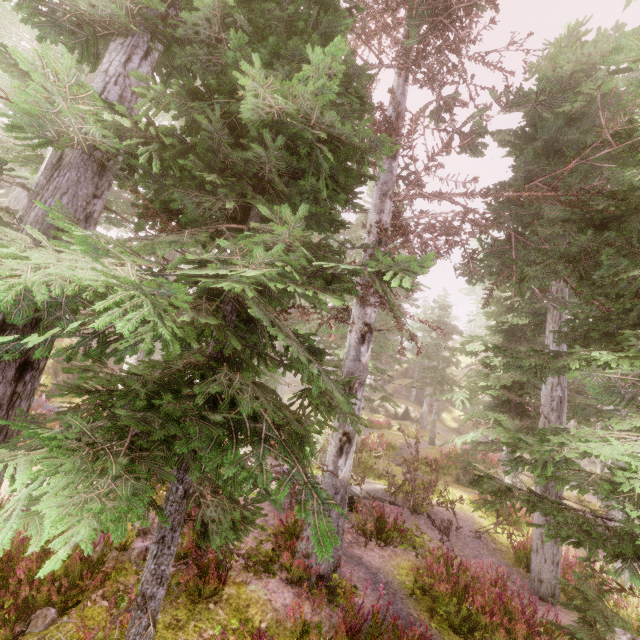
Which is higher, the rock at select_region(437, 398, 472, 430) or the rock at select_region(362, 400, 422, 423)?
the rock at select_region(437, 398, 472, 430)

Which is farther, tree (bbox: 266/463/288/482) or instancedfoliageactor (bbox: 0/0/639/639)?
tree (bbox: 266/463/288/482)

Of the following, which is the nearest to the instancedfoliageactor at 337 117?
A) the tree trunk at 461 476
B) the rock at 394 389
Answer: the rock at 394 389

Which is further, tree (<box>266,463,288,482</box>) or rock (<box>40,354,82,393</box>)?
rock (<box>40,354,82,393</box>)

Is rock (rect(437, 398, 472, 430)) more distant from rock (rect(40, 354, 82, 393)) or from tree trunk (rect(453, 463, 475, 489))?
tree trunk (rect(453, 463, 475, 489))

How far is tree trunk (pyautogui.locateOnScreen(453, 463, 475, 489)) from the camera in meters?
18.6

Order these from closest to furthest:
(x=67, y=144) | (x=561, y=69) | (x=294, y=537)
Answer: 1. (x=67, y=144)
2. (x=294, y=537)
3. (x=561, y=69)

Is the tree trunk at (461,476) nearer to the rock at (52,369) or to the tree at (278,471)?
the tree at (278,471)
